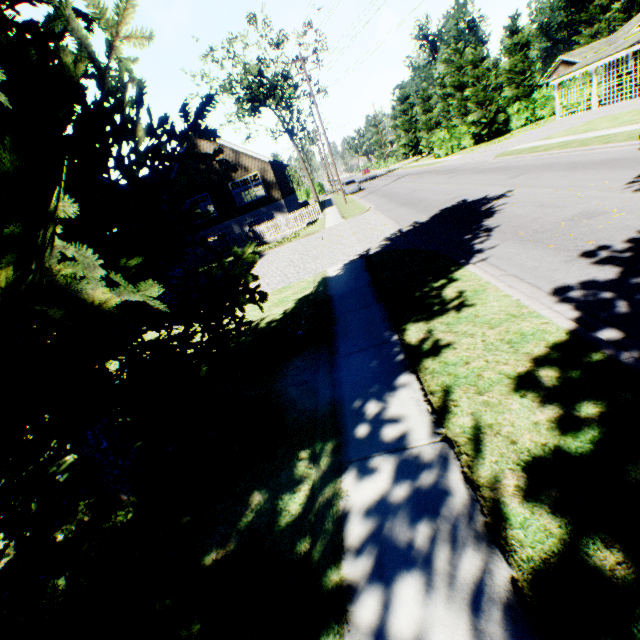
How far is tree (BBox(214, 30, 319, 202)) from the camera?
38.25m

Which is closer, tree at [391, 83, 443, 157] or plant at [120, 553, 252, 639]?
plant at [120, 553, 252, 639]

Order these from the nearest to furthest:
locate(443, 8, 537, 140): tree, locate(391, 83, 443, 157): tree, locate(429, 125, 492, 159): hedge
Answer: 1. locate(443, 8, 537, 140): tree
2. locate(429, 125, 492, 159): hedge
3. locate(391, 83, 443, 157): tree

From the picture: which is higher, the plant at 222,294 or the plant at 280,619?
the plant at 222,294

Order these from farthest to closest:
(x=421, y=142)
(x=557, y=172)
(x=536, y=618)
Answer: (x=421, y=142), (x=557, y=172), (x=536, y=618)

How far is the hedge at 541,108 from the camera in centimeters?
3816cm

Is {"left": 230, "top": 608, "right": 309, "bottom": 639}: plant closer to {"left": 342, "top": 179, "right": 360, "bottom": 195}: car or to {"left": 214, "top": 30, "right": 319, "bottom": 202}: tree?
{"left": 214, "top": 30, "right": 319, "bottom": 202}: tree

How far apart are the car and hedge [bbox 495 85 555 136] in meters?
18.8 m
